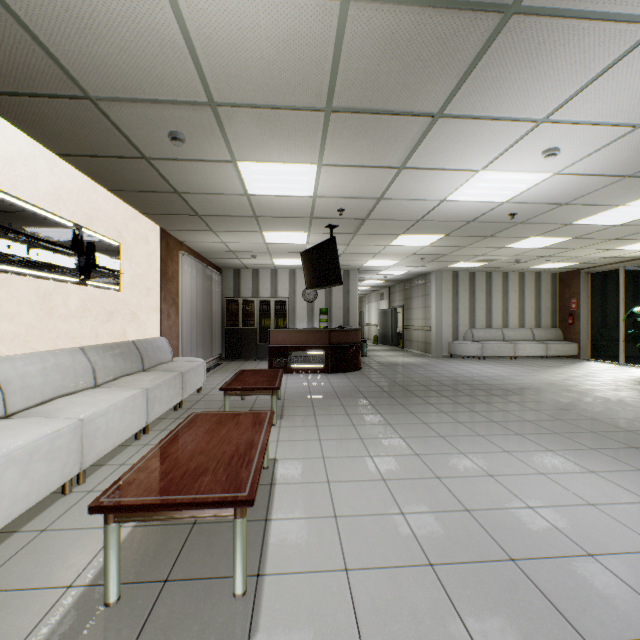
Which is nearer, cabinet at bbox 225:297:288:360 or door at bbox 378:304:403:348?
cabinet at bbox 225:297:288:360

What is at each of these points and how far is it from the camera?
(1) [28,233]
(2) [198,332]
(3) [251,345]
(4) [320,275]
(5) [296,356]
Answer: (1) sign, 3.2m
(2) blinds, 8.5m
(3) cabinet, 11.1m
(4) tv, 6.2m
(5) sign, 8.4m

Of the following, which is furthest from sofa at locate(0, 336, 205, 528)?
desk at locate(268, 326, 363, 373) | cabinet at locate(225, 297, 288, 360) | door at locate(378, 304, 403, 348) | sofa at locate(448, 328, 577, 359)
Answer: door at locate(378, 304, 403, 348)

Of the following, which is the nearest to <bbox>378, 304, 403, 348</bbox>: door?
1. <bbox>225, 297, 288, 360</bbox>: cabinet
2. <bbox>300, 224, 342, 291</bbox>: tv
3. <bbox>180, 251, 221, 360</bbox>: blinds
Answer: <bbox>225, 297, 288, 360</bbox>: cabinet

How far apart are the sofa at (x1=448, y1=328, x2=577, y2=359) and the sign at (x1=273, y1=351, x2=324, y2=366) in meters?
5.9

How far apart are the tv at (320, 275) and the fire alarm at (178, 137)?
2.8 meters

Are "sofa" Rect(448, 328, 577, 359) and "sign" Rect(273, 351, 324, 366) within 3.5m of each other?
no

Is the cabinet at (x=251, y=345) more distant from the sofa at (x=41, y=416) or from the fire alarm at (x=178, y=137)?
the fire alarm at (x=178, y=137)
